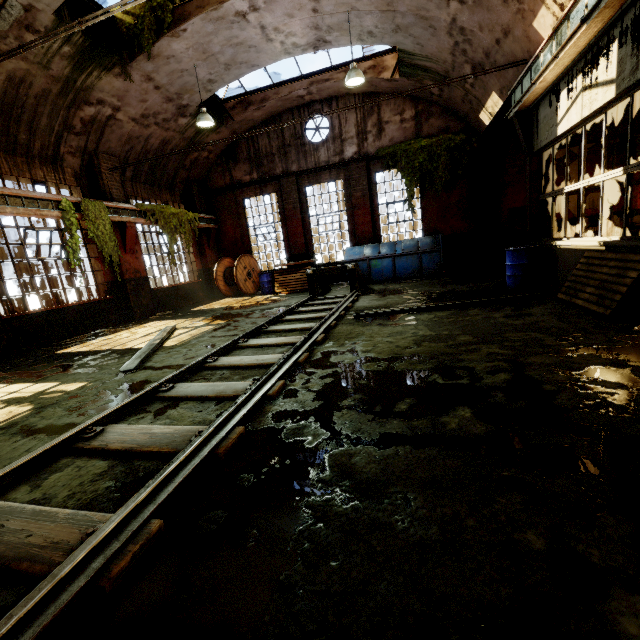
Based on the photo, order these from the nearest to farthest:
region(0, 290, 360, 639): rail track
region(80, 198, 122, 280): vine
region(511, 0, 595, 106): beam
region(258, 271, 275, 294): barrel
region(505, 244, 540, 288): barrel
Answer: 1. region(0, 290, 360, 639): rail track
2. region(511, 0, 595, 106): beam
3. region(505, 244, 540, 288): barrel
4. region(80, 198, 122, 280): vine
5. region(258, 271, 275, 294): barrel

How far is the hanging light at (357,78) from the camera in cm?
844

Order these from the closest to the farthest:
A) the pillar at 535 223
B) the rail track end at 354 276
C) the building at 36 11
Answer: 1. the building at 36 11
2. the pillar at 535 223
3. the rail track end at 354 276

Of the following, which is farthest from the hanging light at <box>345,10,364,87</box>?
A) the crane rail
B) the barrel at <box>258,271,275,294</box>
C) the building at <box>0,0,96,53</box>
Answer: the barrel at <box>258,271,275,294</box>

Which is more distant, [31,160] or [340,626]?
[31,160]

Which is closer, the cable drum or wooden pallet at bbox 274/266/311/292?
wooden pallet at bbox 274/266/311/292

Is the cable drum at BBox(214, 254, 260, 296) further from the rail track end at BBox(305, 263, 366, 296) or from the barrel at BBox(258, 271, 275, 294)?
the rail track end at BBox(305, 263, 366, 296)

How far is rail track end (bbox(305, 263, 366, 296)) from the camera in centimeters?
1011cm
